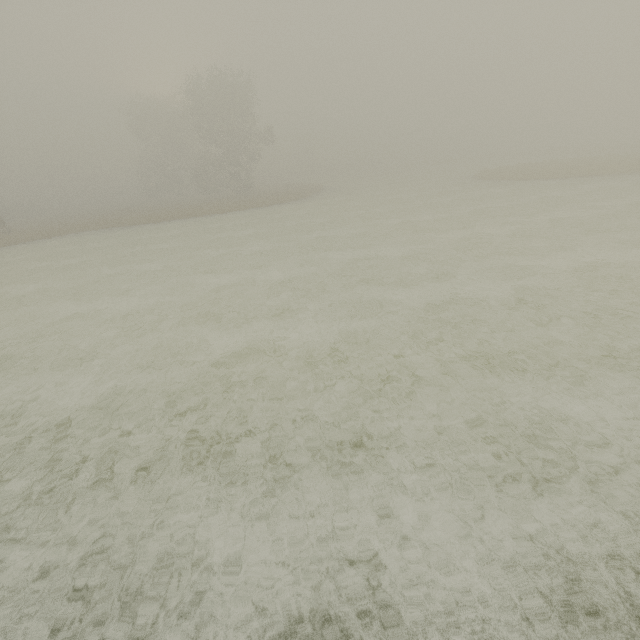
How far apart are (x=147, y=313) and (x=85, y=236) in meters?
23.9
